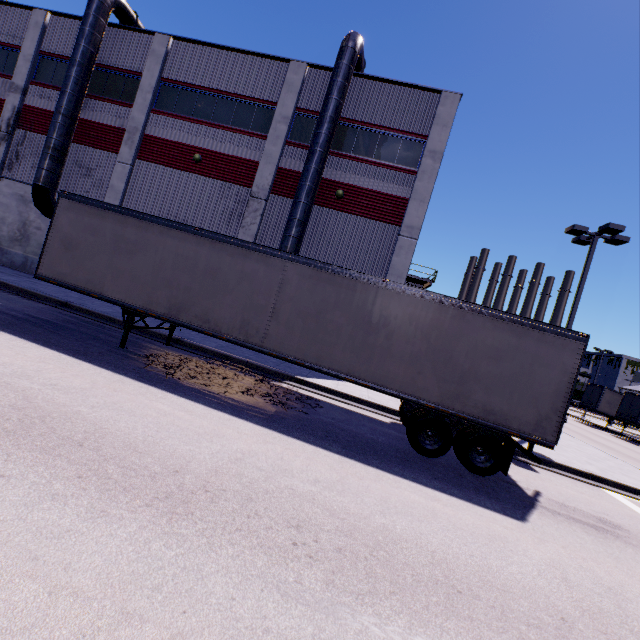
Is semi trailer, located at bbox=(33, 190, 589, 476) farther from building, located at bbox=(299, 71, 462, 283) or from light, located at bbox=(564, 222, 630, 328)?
light, located at bbox=(564, 222, 630, 328)

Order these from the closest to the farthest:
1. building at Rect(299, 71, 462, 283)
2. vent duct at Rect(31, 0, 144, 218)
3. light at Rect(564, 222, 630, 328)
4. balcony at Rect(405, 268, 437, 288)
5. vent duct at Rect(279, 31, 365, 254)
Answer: light at Rect(564, 222, 630, 328), vent duct at Rect(279, 31, 365, 254), building at Rect(299, 71, 462, 283), vent duct at Rect(31, 0, 144, 218), balcony at Rect(405, 268, 437, 288)

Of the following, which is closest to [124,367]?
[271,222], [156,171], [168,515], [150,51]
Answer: [168,515]

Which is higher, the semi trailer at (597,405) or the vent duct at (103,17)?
the vent duct at (103,17)

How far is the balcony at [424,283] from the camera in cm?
2506

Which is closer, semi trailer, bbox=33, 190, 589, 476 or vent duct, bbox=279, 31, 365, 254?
semi trailer, bbox=33, 190, 589, 476

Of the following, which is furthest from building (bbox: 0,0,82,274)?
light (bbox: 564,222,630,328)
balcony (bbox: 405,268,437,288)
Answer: light (bbox: 564,222,630,328)
